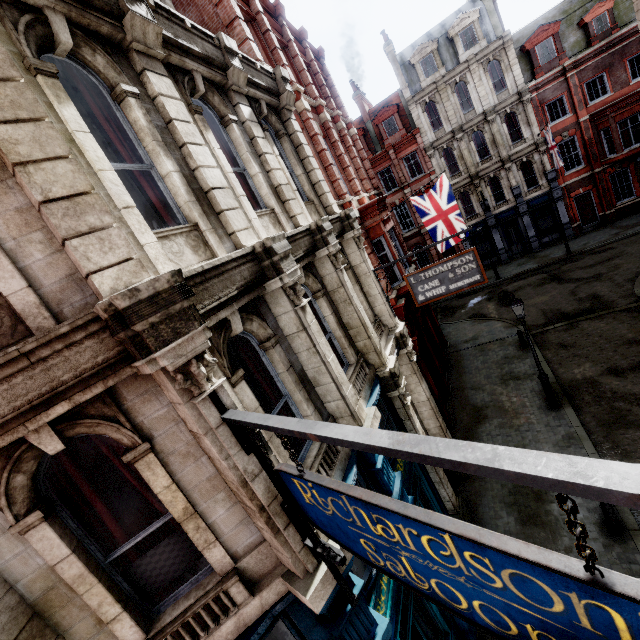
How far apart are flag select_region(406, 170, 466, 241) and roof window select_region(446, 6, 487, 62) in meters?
18.7 m

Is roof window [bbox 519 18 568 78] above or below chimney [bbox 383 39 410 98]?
below

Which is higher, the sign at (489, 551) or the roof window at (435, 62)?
the roof window at (435, 62)

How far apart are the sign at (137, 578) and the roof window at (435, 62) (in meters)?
33.98

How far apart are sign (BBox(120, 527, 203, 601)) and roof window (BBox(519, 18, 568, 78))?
35.06m

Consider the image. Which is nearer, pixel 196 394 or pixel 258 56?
pixel 196 394

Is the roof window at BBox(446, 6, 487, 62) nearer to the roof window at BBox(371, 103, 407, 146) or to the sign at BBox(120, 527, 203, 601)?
the roof window at BBox(371, 103, 407, 146)

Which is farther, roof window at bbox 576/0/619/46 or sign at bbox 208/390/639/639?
roof window at bbox 576/0/619/46
